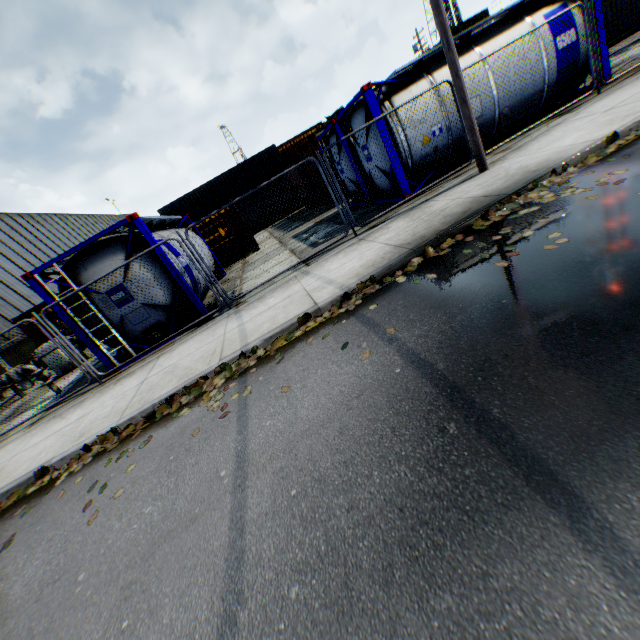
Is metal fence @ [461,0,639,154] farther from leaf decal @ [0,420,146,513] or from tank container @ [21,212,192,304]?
leaf decal @ [0,420,146,513]

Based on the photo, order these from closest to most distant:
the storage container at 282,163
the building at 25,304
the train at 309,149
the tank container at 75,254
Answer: the tank container at 75,254
the train at 309,149
the building at 25,304
the storage container at 282,163

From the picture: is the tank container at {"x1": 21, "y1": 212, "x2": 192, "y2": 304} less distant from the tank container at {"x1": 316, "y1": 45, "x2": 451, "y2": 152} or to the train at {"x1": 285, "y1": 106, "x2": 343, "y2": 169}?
the tank container at {"x1": 316, "y1": 45, "x2": 451, "y2": 152}

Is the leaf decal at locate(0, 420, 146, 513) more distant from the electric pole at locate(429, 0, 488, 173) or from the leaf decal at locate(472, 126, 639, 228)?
the electric pole at locate(429, 0, 488, 173)

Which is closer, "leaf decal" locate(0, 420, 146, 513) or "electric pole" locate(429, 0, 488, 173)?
"leaf decal" locate(0, 420, 146, 513)

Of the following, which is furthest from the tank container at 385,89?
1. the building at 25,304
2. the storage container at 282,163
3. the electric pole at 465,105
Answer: the building at 25,304

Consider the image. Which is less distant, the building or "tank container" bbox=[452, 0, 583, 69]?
"tank container" bbox=[452, 0, 583, 69]

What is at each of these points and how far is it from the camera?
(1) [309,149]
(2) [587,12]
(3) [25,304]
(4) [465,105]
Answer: (1) train, 17.7m
(2) metal fence, 7.8m
(3) building, 21.3m
(4) electric pole, 6.9m
